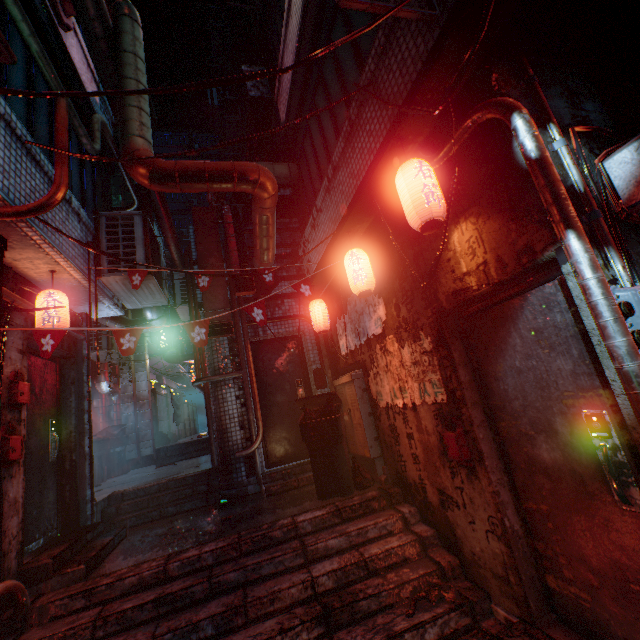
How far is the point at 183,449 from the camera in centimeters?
845cm

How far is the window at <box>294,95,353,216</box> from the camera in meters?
3.9 m

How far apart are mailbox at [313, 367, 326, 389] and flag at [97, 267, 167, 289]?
2.0m

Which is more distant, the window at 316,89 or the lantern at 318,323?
the lantern at 318,323

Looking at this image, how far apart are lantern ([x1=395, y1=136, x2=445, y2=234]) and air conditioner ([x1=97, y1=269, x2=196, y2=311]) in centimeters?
311cm

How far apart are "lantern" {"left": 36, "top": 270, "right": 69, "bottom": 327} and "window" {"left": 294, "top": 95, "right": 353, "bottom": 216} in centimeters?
339cm

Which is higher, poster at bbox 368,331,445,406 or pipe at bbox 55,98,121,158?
pipe at bbox 55,98,121,158

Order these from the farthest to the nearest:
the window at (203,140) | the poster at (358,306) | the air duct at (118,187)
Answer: the window at (203,140)
the air duct at (118,187)
the poster at (358,306)
